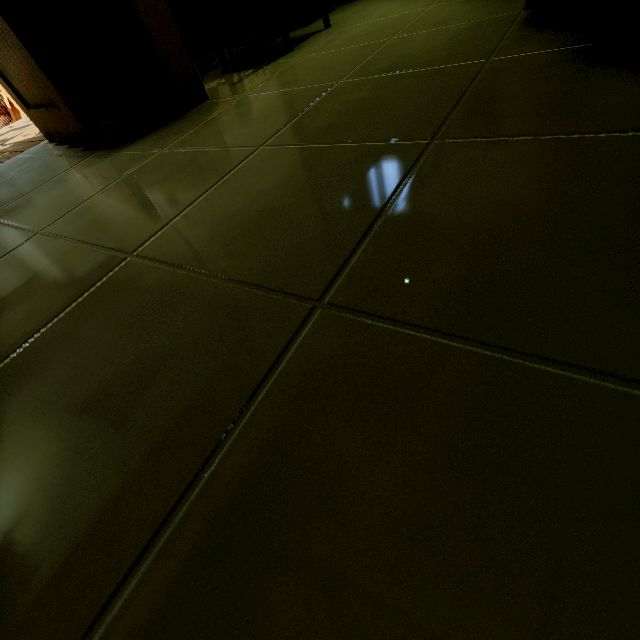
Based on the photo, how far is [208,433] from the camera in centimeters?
37cm

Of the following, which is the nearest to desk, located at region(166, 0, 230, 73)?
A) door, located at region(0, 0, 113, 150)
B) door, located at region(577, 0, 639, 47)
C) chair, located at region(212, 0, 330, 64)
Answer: chair, located at region(212, 0, 330, 64)

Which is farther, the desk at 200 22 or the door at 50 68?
the desk at 200 22

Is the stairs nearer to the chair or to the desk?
the desk

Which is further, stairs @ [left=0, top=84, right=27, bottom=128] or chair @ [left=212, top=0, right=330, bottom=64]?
stairs @ [left=0, top=84, right=27, bottom=128]

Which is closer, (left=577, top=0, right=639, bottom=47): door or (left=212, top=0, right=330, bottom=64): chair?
(left=577, top=0, right=639, bottom=47): door

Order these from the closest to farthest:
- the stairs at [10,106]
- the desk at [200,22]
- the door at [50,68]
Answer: the door at [50,68]
the desk at [200,22]
the stairs at [10,106]

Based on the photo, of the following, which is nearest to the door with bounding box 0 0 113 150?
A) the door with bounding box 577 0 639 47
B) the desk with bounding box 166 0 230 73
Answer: the desk with bounding box 166 0 230 73
